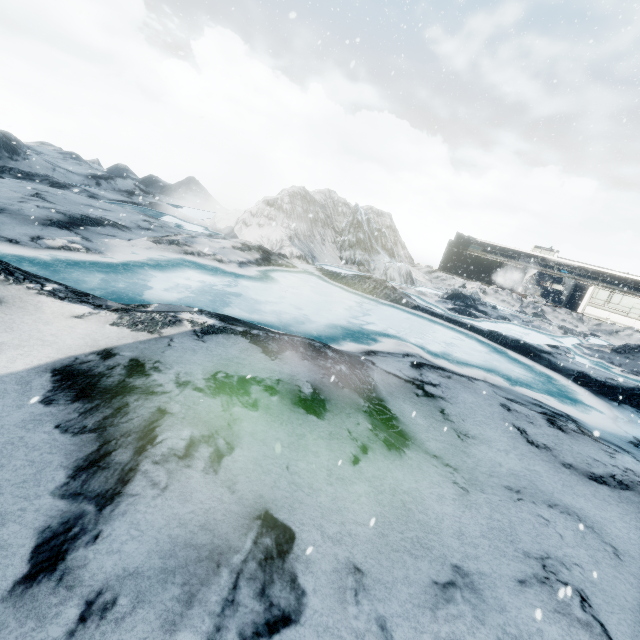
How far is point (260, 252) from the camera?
18.12m
